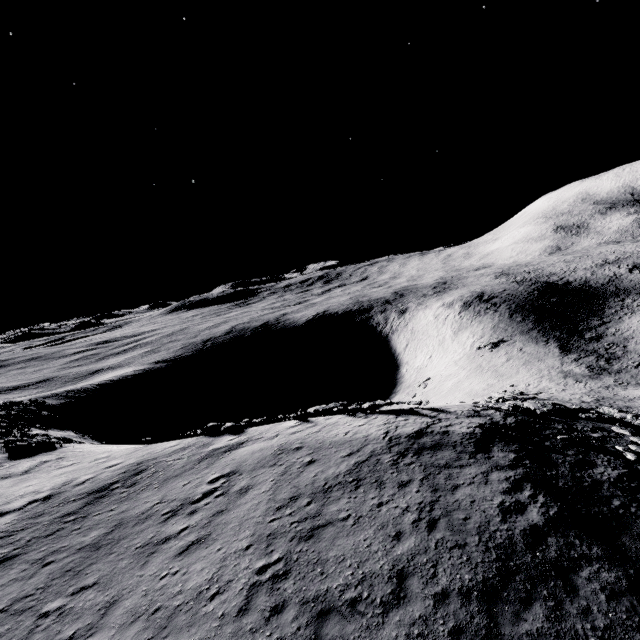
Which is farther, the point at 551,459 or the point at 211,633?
the point at 551,459
